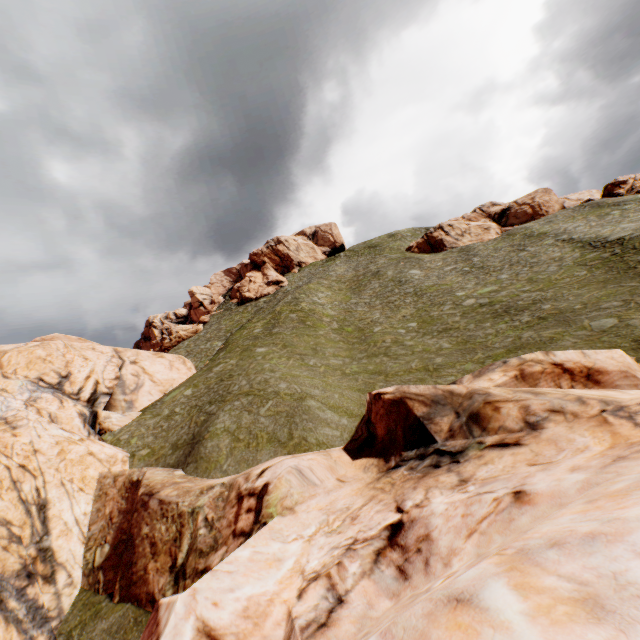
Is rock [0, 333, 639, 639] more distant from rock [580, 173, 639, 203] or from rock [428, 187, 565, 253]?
rock [580, 173, 639, 203]

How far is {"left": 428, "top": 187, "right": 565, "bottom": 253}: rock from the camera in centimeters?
5162cm

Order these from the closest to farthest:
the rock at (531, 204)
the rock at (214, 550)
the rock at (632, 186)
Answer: the rock at (214, 550) < the rock at (632, 186) < the rock at (531, 204)

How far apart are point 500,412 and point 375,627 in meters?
7.0

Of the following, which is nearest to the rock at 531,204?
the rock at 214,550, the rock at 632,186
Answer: the rock at 632,186

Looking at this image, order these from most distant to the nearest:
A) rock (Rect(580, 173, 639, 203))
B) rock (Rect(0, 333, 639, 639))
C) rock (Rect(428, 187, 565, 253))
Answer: rock (Rect(428, 187, 565, 253)) < rock (Rect(580, 173, 639, 203)) < rock (Rect(0, 333, 639, 639))

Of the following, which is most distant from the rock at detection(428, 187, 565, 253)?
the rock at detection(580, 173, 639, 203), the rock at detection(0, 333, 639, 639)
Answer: the rock at detection(0, 333, 639, 639)
